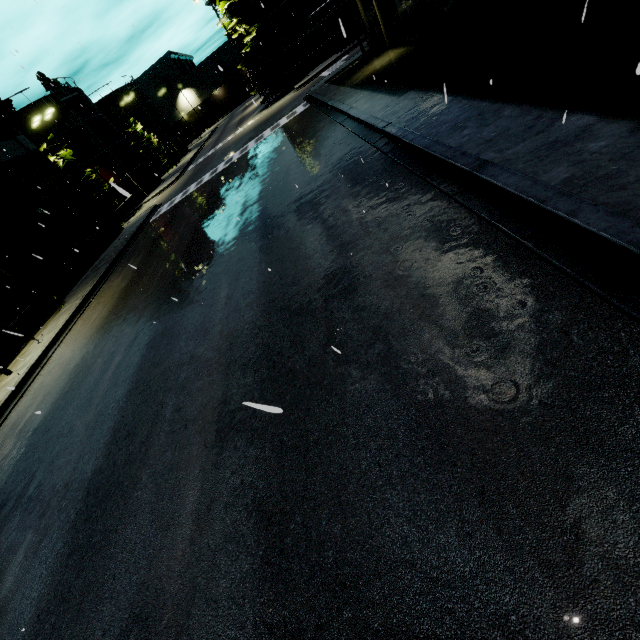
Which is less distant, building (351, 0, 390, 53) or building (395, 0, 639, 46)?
building (395, 0, 639, 46)

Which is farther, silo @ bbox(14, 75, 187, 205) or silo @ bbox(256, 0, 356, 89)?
silo @ bbox(14, 75, 187, 205)

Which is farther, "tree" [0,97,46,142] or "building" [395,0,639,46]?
"tree" [0,97,46,142]

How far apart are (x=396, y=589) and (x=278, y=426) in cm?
221

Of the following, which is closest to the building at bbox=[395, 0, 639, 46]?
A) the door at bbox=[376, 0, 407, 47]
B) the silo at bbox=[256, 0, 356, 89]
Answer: the door at bbox=[376, 0, 407, 47]

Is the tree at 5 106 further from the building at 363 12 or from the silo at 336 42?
the silo at 336 42

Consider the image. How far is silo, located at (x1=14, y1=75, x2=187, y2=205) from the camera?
33.19m

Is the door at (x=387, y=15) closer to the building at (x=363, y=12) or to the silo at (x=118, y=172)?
the building at (x=363, y=12)
